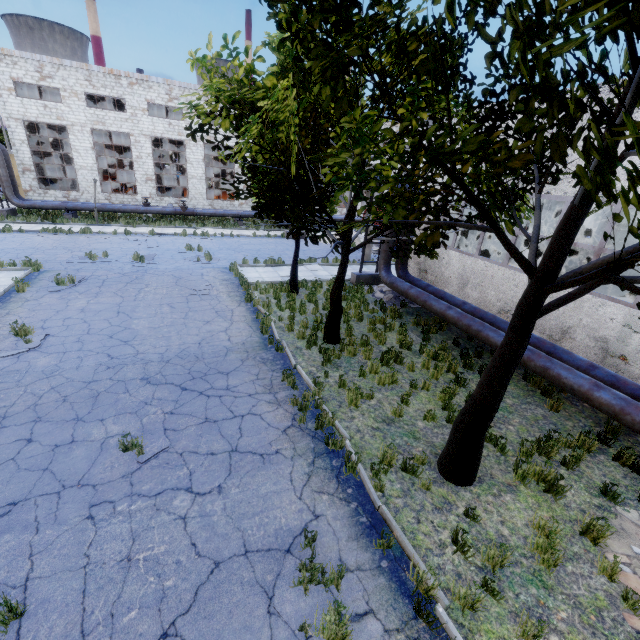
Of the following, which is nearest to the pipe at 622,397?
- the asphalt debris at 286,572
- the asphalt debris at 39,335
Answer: the asphalt debris at 286,572

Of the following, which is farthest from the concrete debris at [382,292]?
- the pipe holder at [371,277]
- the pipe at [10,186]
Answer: the pipe at [10,186]

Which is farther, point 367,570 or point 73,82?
point 73,82

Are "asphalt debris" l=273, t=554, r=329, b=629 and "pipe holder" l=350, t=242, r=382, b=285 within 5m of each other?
no

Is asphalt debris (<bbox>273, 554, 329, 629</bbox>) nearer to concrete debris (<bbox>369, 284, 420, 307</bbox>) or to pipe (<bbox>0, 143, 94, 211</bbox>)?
concrete debris (<bbox>369, 284, 420, 307</bbox>)

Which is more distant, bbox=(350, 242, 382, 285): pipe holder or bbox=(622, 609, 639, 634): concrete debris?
bbox=(350, 242, 382, 285): pipe holder

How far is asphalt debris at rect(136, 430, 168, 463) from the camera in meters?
5.9 m

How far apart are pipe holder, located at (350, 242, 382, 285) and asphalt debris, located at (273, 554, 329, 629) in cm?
1345
